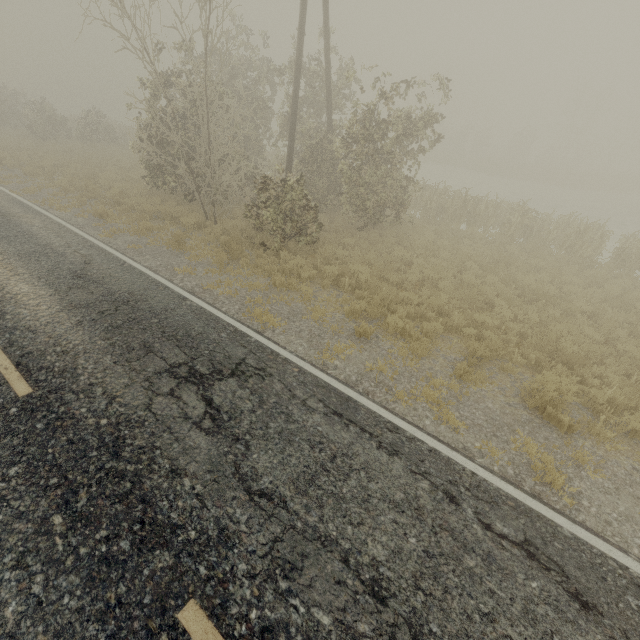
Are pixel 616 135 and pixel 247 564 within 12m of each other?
no
